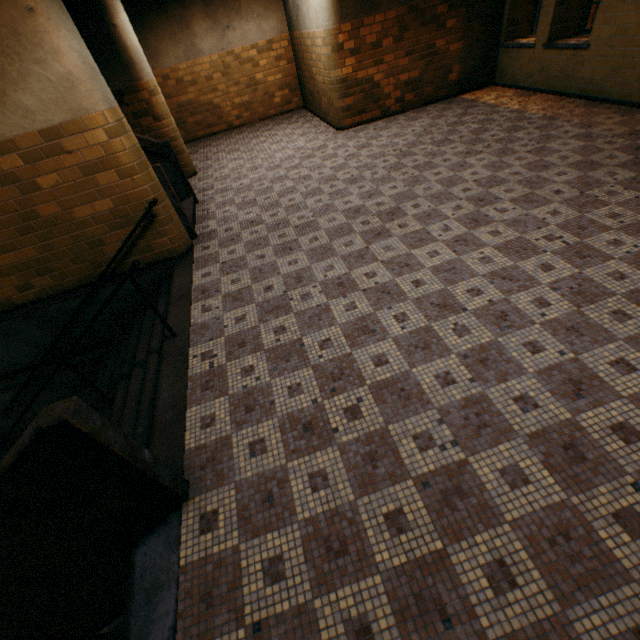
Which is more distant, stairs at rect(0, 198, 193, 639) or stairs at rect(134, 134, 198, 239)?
stairs at rect(134, 134, 198, 239)

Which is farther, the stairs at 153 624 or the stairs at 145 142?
the stairs at 145 142

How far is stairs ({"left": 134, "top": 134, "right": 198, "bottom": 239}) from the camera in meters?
4.9 m

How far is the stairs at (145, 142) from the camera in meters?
4.9 m

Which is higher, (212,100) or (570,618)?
(212,100)
